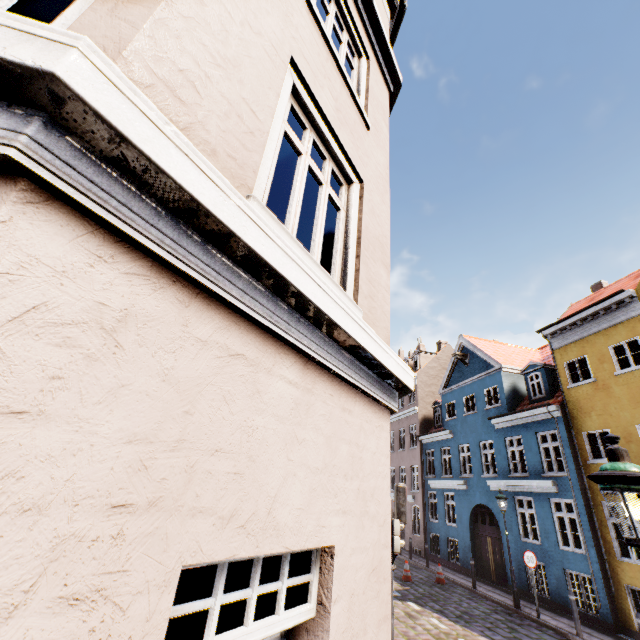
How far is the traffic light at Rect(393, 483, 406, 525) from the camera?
6.7 meters

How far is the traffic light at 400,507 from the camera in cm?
667

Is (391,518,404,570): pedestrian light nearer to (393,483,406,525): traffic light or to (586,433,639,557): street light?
(393,483,406,525): traffic light

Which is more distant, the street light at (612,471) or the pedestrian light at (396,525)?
the pedestrian light at (396,525)

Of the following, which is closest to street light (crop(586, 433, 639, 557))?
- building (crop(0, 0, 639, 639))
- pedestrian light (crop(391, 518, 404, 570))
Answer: building (crop(0, 0, 639, 639))

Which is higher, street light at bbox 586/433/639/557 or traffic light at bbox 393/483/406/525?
street light at bbox 586/433/639/557

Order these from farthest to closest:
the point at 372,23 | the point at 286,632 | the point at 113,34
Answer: the point at 372,23, the point at 286,632, the point at 113,34
